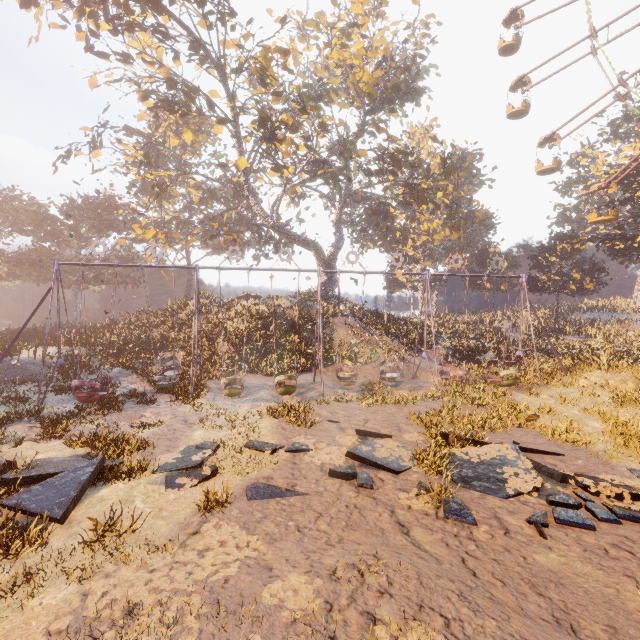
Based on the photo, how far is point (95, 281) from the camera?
44.9m

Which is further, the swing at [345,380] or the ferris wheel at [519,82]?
the ferris wheel at [519,82]

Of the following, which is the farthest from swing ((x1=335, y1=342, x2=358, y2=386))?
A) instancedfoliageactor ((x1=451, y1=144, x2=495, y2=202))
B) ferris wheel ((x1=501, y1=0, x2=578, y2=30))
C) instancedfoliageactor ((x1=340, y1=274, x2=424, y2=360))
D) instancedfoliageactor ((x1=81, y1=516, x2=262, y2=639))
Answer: instancedfoliageactor ((x1=451, y1=144, x2=495, y2=202))

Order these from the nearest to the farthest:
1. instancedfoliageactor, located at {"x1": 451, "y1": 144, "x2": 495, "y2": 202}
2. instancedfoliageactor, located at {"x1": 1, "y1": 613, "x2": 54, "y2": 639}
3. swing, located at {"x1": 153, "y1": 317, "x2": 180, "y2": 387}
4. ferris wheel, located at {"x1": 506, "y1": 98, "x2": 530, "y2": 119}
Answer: instancedfoliageactor, located at {"x1": 1, "y1": 613, "x2": 54, "y2": 639}
swing, located at {"x1": 153, "y1": 317, "x2": 180, "y2": 387}
ferris wheel, located at {"x1": 506, "y1": 98, "x2": 530, "y2": 119}
instancedfoliageactor, located at {"x1": 451, "y1": 144, "x2": 495, "y2": 202}

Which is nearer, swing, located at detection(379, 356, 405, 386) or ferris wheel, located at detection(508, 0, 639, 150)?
swing, located at detection(379, 356, 405, 386)

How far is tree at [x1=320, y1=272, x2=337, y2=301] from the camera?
31.4 meters

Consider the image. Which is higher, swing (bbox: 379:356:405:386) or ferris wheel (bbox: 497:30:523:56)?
ferris wheel (bbox: 497:30:523:56)

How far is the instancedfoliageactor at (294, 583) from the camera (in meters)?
4.26
